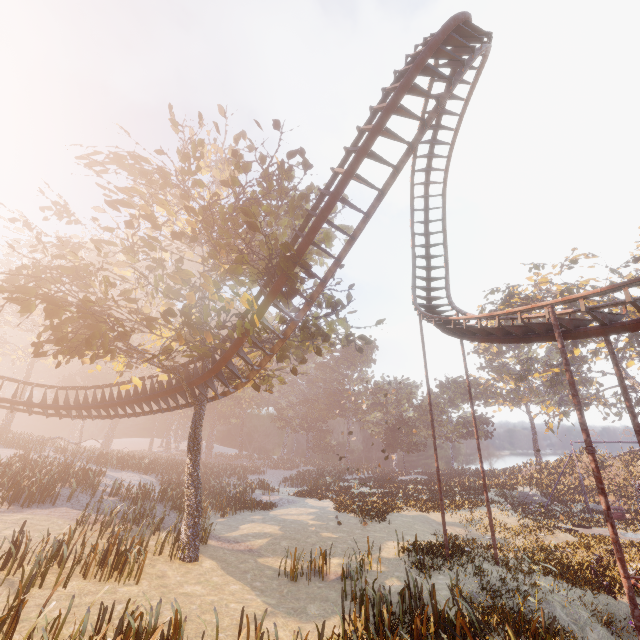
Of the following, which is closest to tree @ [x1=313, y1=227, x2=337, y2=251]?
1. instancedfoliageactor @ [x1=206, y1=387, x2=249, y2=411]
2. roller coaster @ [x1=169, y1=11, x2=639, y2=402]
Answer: roller coaster @ [x1=169, y1=11, x2=639, y2=402]

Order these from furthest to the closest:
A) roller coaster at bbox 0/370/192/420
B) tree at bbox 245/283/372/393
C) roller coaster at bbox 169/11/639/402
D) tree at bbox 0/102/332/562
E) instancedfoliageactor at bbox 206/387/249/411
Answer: instancedfoliageactor at bbox 206/387/249/411 < roller coaster at bbox 0/370/192/420 < tree at bbox 245/283/372/393 < tree at bbox 0/102/332/562 < roller coaster at bbox 169/11/639/402

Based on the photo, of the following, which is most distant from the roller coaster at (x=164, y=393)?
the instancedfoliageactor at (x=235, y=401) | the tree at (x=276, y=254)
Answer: the instancedfoliageactor at (x=235, y=401)

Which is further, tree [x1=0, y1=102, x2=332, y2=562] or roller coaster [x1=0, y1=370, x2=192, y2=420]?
roller coaster [x1=0, y1=370, x2=192, y2=420]

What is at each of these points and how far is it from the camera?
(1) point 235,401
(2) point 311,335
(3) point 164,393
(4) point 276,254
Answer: (1) instancedfoliageactor, 58.7m
(2) tree, 13.8m
(3) roller coaster, 16.3m
(4) tree, 12.2m

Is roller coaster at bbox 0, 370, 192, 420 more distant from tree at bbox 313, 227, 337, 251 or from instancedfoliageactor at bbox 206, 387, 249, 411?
instancedfoliageactor at bbox 206, 387, 249, 411

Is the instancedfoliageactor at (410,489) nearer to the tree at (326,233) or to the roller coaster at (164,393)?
the tree at (326,233)
